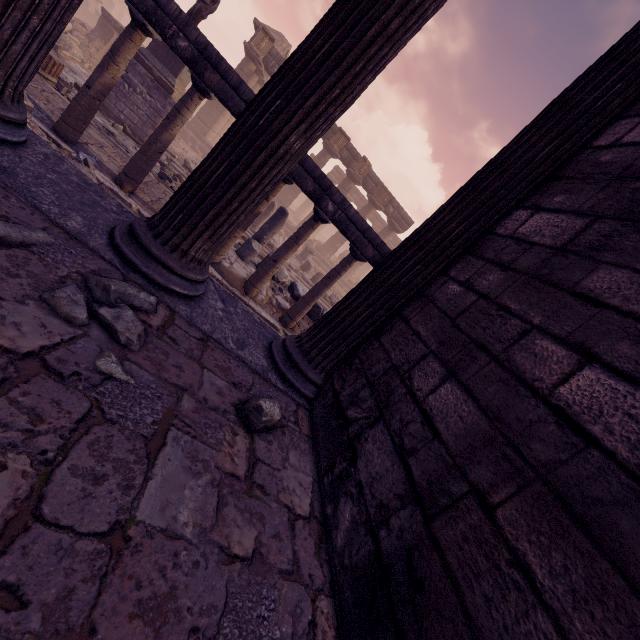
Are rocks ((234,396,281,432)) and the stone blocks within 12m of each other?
yes

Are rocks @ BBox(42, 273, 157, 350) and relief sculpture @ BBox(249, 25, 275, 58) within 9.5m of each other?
no

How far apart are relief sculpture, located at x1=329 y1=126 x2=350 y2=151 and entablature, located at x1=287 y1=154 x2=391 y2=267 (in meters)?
15.54

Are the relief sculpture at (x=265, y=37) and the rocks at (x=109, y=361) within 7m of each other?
no

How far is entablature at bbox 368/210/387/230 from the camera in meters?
32.8 m

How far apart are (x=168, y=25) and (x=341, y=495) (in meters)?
7.38

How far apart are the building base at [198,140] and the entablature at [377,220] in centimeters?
529cm

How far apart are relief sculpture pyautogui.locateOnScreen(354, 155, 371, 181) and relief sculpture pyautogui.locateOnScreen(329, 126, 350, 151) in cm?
114
